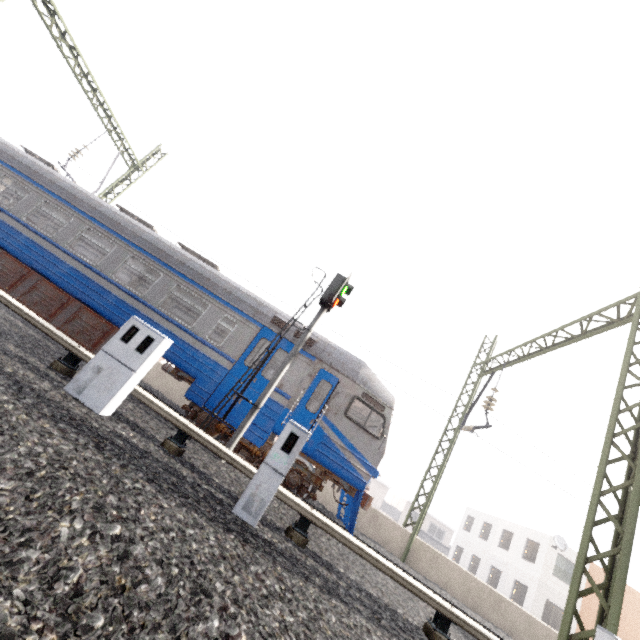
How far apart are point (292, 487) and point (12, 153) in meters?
14.8 m

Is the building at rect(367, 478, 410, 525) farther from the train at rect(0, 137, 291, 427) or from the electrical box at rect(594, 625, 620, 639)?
the electrical box at rect(594, 625, 620, 639)

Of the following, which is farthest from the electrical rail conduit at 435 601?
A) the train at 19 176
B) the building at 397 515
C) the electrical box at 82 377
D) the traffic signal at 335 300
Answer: the building at 397 515

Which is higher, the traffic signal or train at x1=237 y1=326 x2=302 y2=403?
the traffic signal

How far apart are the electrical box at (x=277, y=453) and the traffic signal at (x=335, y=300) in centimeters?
294cm

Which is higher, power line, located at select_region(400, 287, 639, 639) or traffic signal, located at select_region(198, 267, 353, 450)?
traffic signal, located at select_region(198, 267, 353, 450)

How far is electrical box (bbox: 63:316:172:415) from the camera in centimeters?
480cm

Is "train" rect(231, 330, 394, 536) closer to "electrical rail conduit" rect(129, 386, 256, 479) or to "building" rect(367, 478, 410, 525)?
"electrical rail conduit" rect(129, 386, 256, 479)
